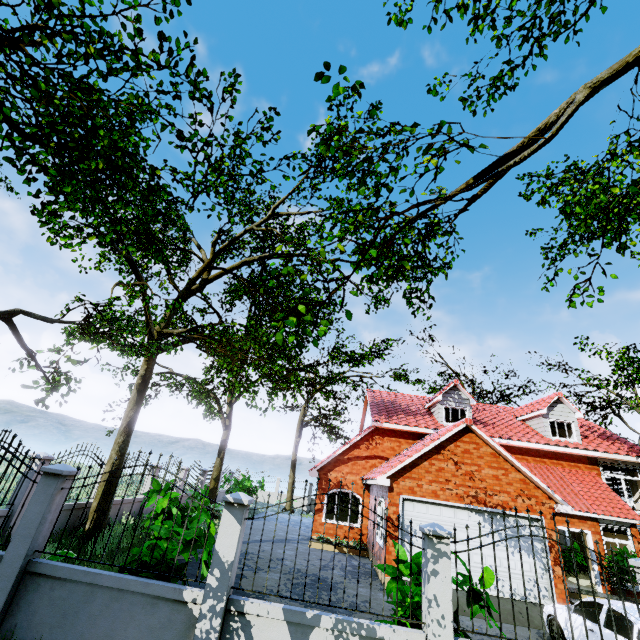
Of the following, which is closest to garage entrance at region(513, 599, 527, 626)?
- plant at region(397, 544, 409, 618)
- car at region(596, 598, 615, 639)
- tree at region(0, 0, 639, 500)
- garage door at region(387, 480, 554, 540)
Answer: garage door at region(387, 480, 554, 540)

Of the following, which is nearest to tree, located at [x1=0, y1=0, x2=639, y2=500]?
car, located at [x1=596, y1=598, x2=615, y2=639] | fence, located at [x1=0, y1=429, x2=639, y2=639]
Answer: fence, located at [x1=0, y1=429, x2=639, y2=639]

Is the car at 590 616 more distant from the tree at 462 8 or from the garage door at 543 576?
the tree at 462 8

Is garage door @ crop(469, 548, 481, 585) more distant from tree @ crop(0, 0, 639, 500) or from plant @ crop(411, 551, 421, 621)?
plant @ crop(411, 551, 421, 621)

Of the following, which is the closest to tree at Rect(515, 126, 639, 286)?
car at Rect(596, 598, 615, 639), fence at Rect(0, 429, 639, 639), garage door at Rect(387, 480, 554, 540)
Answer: fence at Rect(0, 429, 639, 639)

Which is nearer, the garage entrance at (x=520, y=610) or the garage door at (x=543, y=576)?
the garage entrance at (x=520, y=610)

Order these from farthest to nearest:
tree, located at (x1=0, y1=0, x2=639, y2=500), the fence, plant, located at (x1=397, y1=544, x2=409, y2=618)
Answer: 1. plant, located at (x1=397, y1=544, x2=409, y2=618)
2. the fence
3. tree, located at (x1=0, y1=0, x2=639, y2=500)

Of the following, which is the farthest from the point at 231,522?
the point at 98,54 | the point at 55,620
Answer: the point at 98,54
